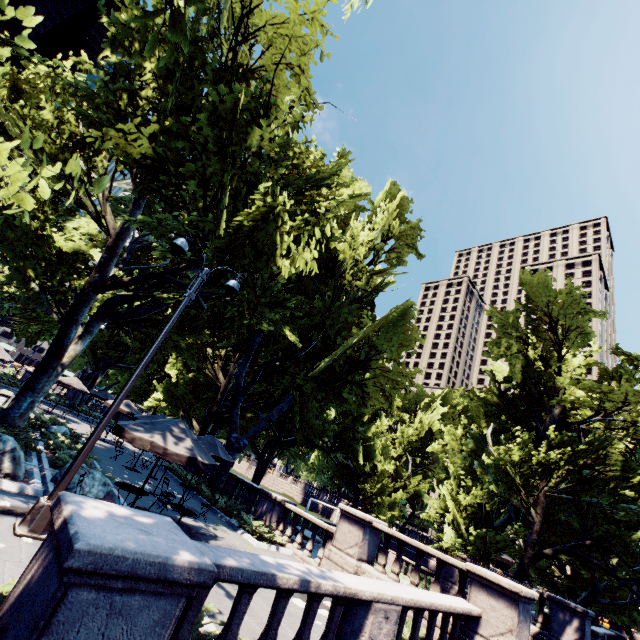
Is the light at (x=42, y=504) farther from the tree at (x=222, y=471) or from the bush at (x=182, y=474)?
the bush at (x=182, y=474)

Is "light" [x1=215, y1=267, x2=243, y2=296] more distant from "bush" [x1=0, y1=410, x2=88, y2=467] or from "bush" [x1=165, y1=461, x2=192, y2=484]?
"bush" [x1=165, y1=461, x2=192, y2=484]

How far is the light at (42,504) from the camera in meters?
6.3 m

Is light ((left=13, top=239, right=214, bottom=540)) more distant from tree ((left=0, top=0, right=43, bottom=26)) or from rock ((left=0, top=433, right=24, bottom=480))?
rock ((left=0, top=433, right=24, bottom=480))

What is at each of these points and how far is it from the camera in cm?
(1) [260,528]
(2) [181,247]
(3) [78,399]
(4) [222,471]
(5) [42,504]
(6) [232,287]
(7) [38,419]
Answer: (1) bush, 1425
(2) light, 876
(3) tree, 3347
(4) tree, 1828
(5) light, 648
(6) light, 974
(7) bush, 1658

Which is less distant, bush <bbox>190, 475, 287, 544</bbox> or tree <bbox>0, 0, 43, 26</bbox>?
tree <bbox>0, 0, 43, 26</bbox>

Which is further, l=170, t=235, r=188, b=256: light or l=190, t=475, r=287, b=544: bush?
l=190, t=475, r=287, b=544: bush

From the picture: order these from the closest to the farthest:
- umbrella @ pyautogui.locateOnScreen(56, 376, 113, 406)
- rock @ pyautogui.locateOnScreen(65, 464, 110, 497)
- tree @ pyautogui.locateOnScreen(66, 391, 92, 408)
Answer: rock @ pyautogui.locateOnScreen(65, 464, 110, 497)
umbrella @ pyautogui.locateOnScreen(56, 376, 113, 406)
tree @ pyautogui.locateOnScreen(66, 391, 92, 408)
